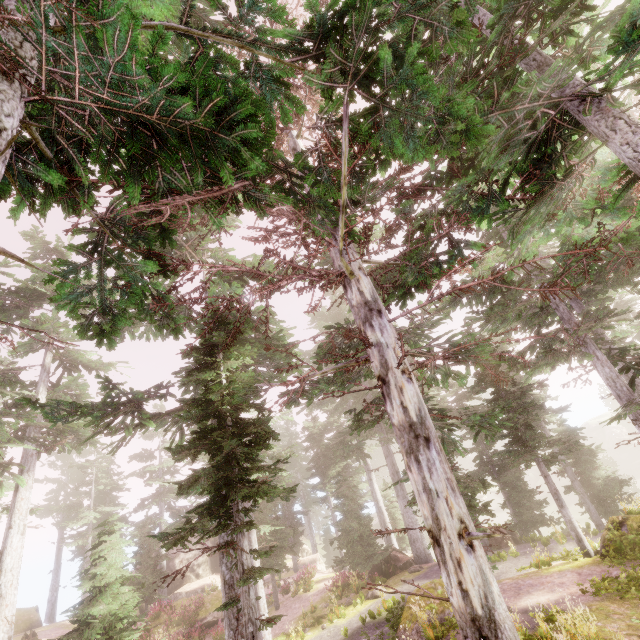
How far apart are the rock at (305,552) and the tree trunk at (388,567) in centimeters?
1533cm

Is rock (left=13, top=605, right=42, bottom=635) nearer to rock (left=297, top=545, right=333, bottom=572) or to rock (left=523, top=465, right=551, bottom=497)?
rock (left=297, top=545, right=333, bottom=572)

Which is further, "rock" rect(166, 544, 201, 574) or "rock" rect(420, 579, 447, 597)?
"rock" rect(166, 544, 201, 574)

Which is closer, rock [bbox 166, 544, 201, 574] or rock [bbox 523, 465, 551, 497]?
rock [bbox 166, 544, 201, 574]

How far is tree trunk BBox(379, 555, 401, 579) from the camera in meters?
20.8 m

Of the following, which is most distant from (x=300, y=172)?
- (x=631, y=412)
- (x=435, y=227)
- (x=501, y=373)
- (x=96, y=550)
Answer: (x=96, y=550)

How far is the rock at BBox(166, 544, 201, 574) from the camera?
35.0 meters

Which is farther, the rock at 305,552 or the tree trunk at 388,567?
the rock at 305,552
